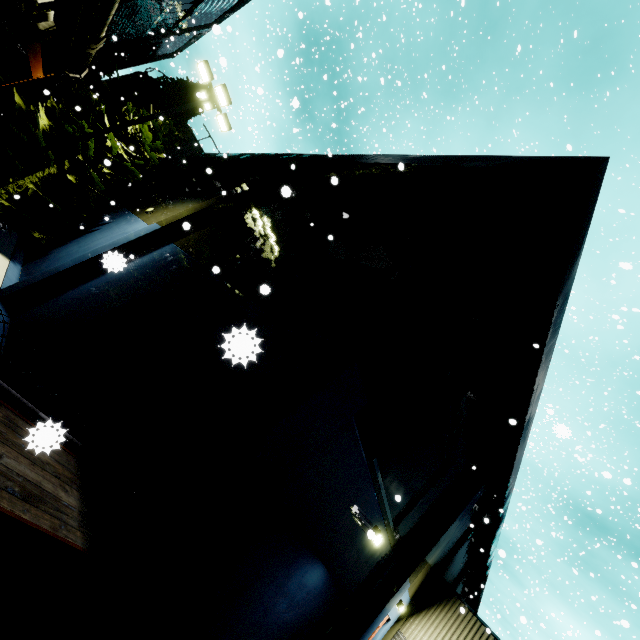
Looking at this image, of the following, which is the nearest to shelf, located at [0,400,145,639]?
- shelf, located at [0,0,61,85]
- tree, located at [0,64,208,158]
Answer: shelf, located at [0,0,61,85]

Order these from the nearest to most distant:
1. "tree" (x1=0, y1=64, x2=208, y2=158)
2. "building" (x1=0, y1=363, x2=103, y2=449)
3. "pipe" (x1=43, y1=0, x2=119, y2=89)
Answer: "building" (x1=0, y1=363, x2=103, y2=449) → "pipe" (x1=43, y1=0, x2=119, y2=89) → "tree" (x1=0, y1=64, x2=208, y2=158)

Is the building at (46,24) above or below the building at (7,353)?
above

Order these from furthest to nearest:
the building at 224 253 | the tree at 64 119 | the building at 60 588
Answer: the tree at 64 119 → the building at 224 253 → the building at 60 588

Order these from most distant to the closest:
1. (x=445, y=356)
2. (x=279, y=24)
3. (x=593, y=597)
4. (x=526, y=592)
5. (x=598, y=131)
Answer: Result: (x=279, y=24), (x=598, y=131), (x=526, y=592), (x=593, y=597), (x=445, y=356)

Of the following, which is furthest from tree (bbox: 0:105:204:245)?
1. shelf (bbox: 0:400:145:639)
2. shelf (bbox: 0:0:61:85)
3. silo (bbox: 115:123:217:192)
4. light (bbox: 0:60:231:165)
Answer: shelf (bbox: 0:400:145:639)

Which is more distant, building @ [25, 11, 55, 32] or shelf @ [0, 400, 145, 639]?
building @ [25, 11, 55, 32]

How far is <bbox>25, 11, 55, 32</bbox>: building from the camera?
10.37m
